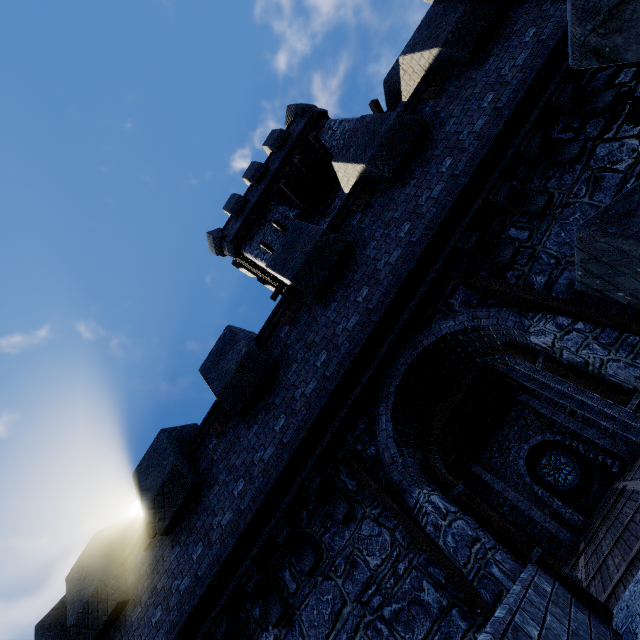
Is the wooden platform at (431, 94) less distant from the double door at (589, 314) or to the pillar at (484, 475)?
the double door at (589, 314)

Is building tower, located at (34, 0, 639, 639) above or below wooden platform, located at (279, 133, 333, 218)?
below

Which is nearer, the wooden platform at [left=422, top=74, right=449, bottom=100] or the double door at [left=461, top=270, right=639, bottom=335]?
the double door at [left=461, top=270, right=639, bottom=335]

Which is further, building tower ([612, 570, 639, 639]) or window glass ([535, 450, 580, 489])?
window glass ([535, 450, 580, 489])

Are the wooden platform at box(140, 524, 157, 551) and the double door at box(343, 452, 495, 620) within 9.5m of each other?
yes

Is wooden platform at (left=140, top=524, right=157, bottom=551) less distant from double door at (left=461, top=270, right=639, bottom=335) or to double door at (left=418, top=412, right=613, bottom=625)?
double door at (left=418, top=412, right=613, bottom=625)

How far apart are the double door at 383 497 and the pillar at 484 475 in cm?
1515

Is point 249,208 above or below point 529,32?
above
